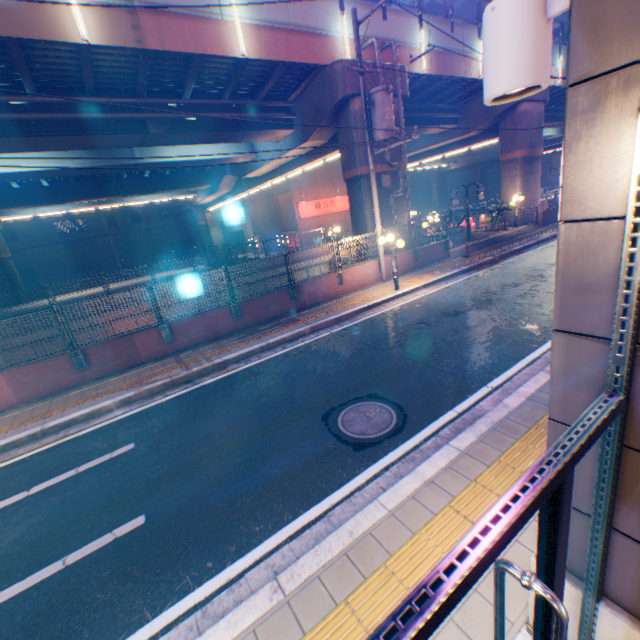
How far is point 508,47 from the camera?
1.5m

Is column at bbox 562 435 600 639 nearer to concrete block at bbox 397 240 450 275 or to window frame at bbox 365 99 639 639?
window frame at bbox 365 99 639 639

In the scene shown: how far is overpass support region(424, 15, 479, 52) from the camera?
16.48m

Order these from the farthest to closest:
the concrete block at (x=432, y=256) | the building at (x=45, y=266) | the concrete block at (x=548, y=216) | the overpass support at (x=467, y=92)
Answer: the building at (x=45, y=266), the concrete block at (x=548, y=216), the overpass support at (x=467, y=92), the concrete block at (x=432, y=256)

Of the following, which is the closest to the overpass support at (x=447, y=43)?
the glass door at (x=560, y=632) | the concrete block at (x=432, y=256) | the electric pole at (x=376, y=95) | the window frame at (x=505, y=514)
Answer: the concrete block at (x=432, y=256)

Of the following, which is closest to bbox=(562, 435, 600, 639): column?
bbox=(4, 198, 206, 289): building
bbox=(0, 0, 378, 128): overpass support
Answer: bbox=(0, 0, 378, 128): overpass support
